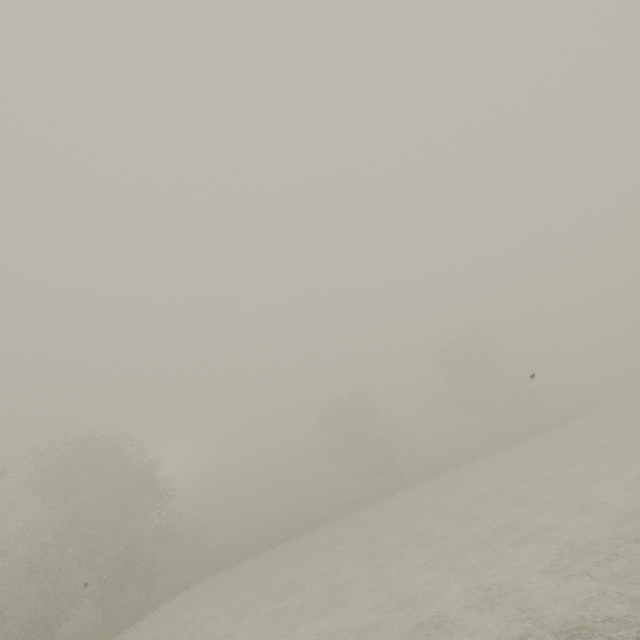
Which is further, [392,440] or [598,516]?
[392,440]
